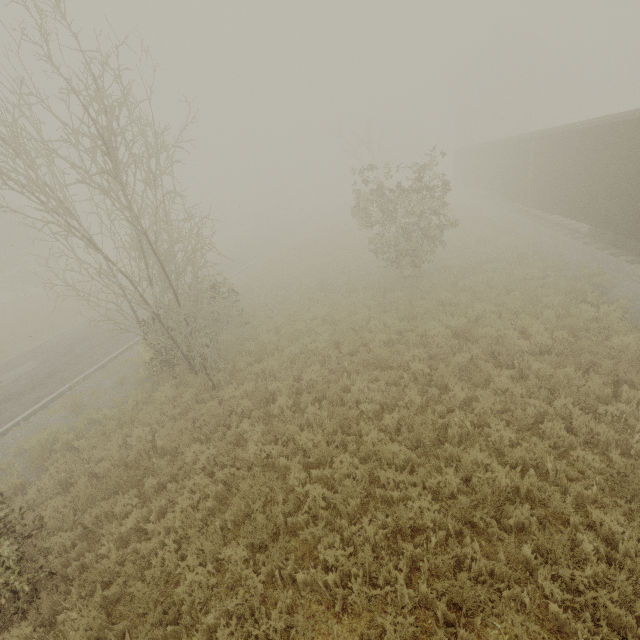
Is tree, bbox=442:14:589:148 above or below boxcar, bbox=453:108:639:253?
above

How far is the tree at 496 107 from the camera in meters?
42.7

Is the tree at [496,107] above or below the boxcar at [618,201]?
above

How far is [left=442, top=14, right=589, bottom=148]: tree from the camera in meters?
42.7 m

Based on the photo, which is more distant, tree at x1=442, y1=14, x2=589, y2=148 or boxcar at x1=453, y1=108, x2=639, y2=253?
tree at x1=442, y1=14, x2=589, y2=148

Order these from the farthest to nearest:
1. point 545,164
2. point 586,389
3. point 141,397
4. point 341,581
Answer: point 545,164, point 141,397, point 586,389, point 341,581
